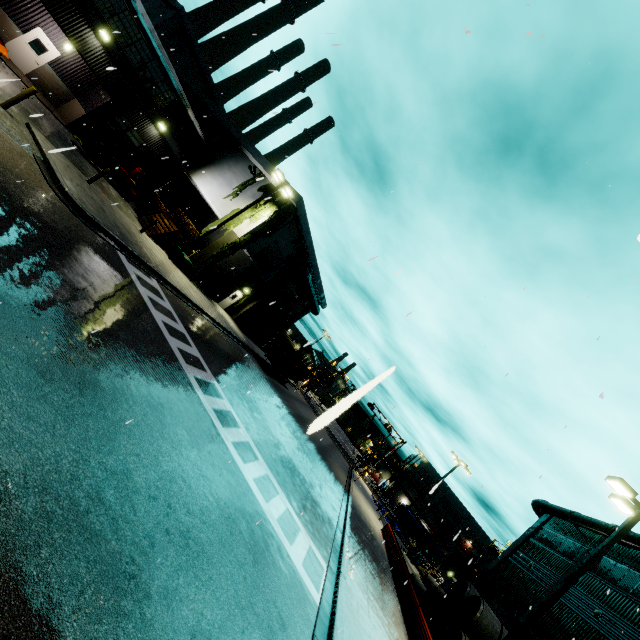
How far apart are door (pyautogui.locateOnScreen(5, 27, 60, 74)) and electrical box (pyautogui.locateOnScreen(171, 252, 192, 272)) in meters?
12.4 m

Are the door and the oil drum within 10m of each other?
yes

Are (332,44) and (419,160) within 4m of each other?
yes

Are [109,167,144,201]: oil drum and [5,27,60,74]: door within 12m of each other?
yes

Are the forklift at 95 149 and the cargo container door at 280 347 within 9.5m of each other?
no

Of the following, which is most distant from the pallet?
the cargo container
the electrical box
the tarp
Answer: the tarp

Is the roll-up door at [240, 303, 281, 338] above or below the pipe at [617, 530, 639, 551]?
below

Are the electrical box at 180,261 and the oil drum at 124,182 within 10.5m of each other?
yes
